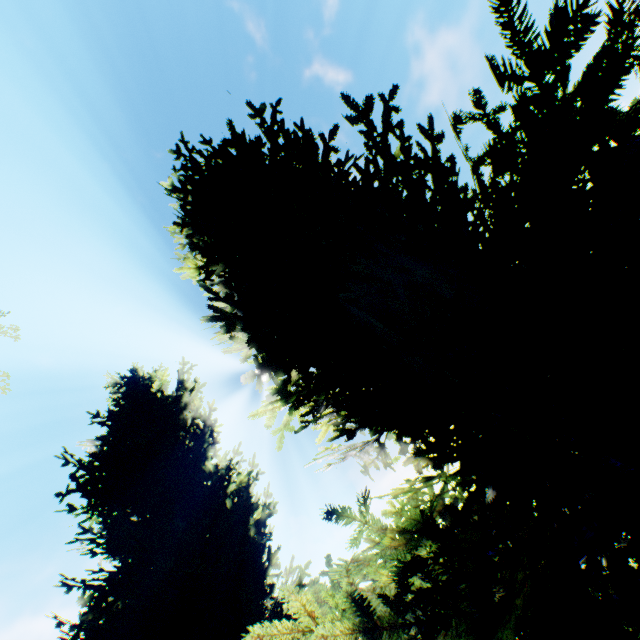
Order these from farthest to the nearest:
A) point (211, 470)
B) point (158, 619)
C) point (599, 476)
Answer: point (211, 470)
point (158, 619)
point (599, 476)
